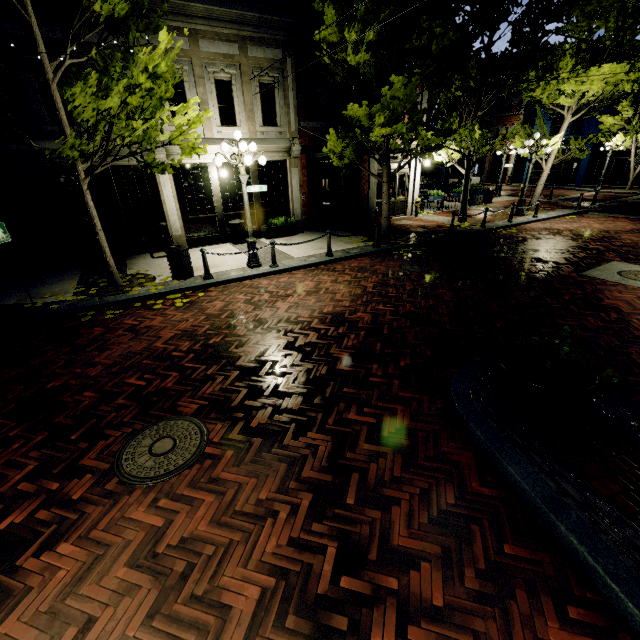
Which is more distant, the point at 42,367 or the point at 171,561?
the point at 42,367

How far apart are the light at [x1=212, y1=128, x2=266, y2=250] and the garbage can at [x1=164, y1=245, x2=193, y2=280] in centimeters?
159cm

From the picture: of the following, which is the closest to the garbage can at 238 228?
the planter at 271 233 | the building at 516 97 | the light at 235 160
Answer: the planter at 271 233

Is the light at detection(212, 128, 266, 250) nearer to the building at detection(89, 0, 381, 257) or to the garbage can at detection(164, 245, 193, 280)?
the garbage can at detection(164, 245, 193, 280)

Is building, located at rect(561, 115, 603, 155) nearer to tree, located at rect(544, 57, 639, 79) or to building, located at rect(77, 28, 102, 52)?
tree, located at rect(544, 57, 639, 79)

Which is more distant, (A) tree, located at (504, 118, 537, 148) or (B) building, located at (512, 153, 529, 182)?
(B) building, located at (512, 153, 529, 182)

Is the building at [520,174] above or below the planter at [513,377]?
above
